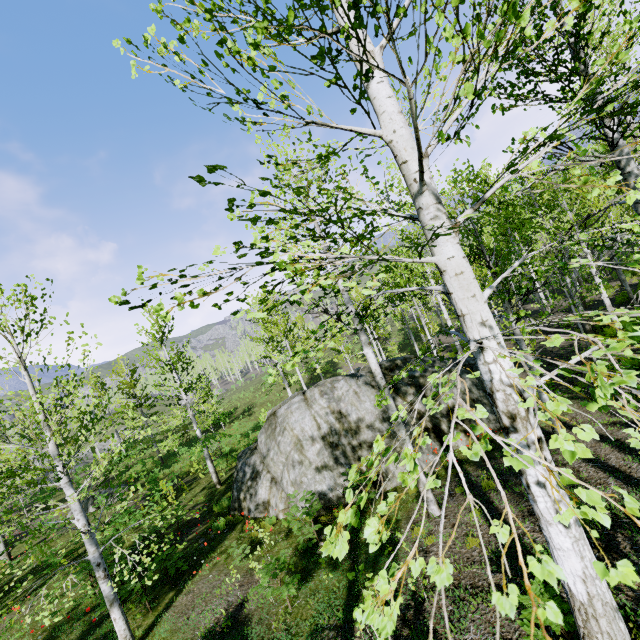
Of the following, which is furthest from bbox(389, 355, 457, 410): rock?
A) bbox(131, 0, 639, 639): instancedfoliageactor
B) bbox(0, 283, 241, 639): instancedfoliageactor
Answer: bbox(131, 0, 639, 639): instancedfoliageactor

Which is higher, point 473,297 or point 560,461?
point 473,297

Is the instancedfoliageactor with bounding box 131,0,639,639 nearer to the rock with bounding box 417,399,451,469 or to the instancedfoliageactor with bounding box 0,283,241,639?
the rock with bounding box 417,399,451,469

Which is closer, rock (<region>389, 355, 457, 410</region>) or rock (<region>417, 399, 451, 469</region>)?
rock (<region>417, 399, 451, 469</region>)

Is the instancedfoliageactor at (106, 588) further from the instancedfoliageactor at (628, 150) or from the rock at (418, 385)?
the instancedfoliageactor at (628, 150)
